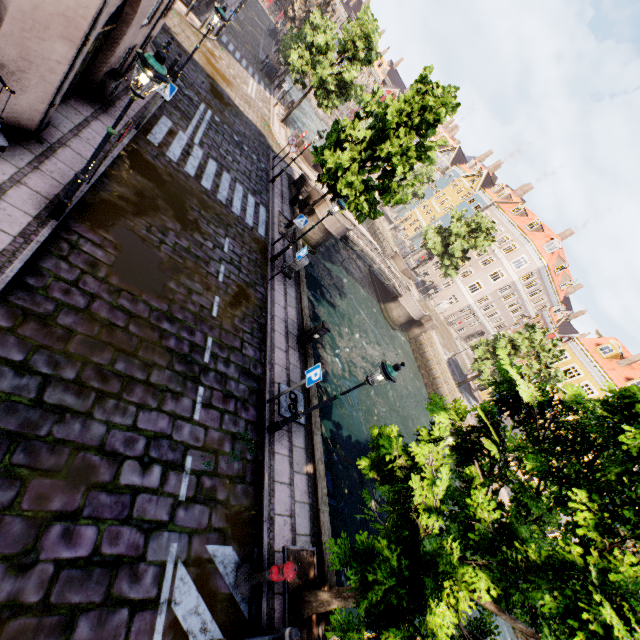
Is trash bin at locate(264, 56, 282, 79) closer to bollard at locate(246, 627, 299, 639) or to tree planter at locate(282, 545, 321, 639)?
tree planter at locate(282, 545, 321, 639)

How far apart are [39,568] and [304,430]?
6.0m

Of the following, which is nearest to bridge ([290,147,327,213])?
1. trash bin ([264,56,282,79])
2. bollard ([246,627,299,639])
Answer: trash bin ([264,56,282,79])

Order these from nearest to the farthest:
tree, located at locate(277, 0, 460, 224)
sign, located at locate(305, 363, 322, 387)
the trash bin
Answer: sign, located at locate(305, 363, 322, 387)
tree, located at locate(277, 0, 460, 224)
the trash bin

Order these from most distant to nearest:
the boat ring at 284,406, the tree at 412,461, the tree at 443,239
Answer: the tree at 443,239 → the boat ring at 284,406 → the tree at 412,461

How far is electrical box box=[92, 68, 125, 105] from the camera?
9.0m

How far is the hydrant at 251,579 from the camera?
5.4m

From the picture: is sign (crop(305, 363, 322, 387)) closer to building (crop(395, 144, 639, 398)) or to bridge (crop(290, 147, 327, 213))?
bridge (crop(290, 147, 327, 213))
